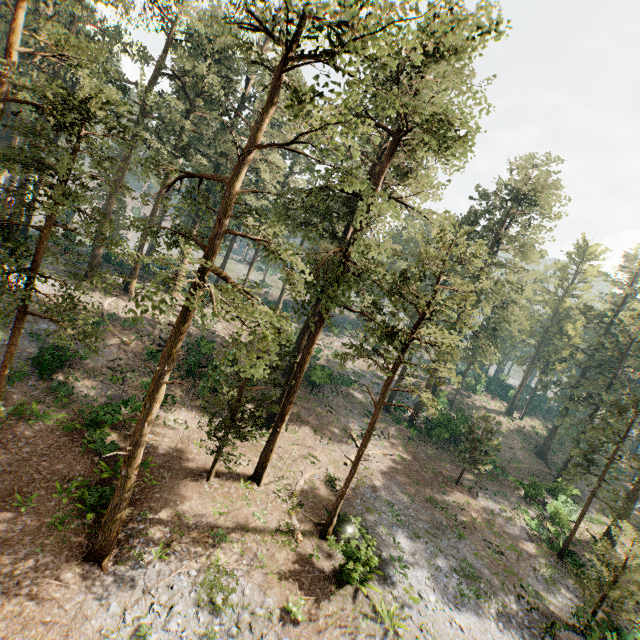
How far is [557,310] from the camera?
51.9m

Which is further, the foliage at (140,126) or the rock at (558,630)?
the rock at (558,630)

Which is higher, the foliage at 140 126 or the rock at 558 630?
the foliage at 140 126

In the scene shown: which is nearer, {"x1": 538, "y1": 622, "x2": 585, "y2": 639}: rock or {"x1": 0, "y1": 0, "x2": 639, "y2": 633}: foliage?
{"x1": 0, "y1": 0, "x2": 639, "y2": 633}: foliage

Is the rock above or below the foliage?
below
